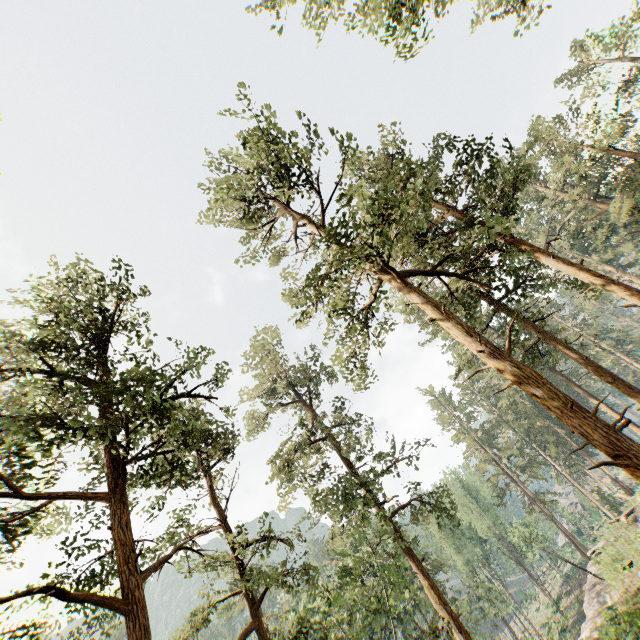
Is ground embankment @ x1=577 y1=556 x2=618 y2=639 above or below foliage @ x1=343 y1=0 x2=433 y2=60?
below

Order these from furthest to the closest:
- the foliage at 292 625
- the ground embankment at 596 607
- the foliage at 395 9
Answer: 1. the ground embankment at 596 607
2. the foliage at 395 9
3. the foliage at 292 625

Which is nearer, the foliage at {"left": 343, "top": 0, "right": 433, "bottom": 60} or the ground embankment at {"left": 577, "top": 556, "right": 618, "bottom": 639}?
the foliage at {"left": 343, "top": 0, "right": 433, "bottom": 60}

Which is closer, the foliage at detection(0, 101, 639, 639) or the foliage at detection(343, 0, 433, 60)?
the foliage at detection(0, 101, 639, 639)

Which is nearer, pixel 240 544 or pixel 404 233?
pixel 404 233

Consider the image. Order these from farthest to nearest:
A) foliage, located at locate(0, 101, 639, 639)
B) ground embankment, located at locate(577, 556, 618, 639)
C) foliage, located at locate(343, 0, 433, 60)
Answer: ground embankment, located at locate(577, 556, 618, 639) → foliage, located at locate(343, 0, 433, 60) → foliage, located at locate(0, 101, 639, 639)

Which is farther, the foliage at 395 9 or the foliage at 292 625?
the foliage at 395 9
